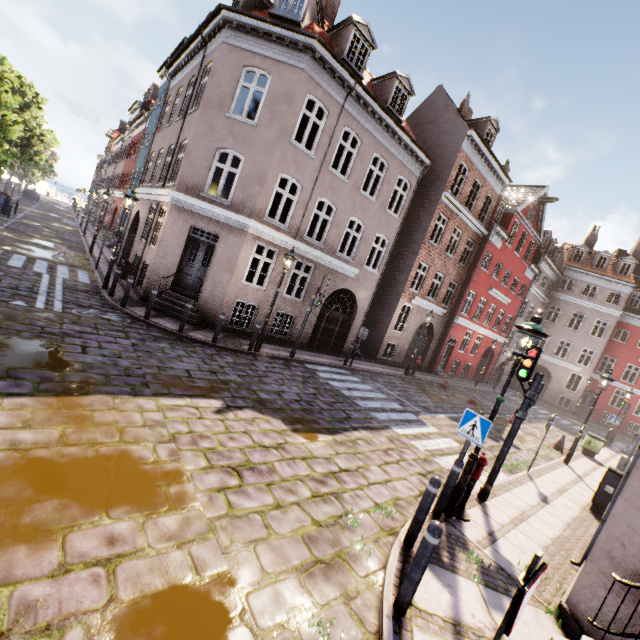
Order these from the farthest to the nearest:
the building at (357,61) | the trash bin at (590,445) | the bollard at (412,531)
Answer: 1. the trash bin at (590,445)
2. the building at (357,61)
3. the bollard at (412,531)

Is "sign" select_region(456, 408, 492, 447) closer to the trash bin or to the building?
the building

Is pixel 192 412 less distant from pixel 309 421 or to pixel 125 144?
pixel 309 421

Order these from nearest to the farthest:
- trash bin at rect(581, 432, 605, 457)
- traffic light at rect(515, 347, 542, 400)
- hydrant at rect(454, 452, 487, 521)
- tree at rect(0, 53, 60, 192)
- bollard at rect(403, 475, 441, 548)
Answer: bollard at rect(403, 475, 441, 548) < hydrant at rect(454, 452, 487, 521) < traffic light at rect(515, 347, 542, 400) < trash bin at rect(581, 432, 605, 457) < tree at rect(0, 53, 60, 192)

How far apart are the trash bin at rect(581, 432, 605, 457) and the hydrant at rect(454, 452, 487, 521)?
13.59m

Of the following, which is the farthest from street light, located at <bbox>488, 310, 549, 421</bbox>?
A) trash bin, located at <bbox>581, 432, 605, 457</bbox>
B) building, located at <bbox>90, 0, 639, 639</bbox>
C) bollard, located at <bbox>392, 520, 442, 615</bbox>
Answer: trash bin, located at <bbox>581, 432, 605, 457</bbox>

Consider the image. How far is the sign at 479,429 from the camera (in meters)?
5.58

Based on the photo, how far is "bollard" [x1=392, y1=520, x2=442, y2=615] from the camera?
3.5m
